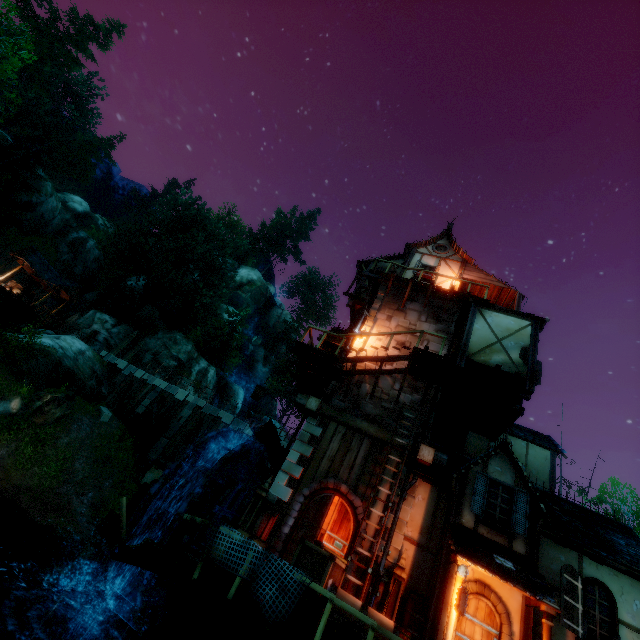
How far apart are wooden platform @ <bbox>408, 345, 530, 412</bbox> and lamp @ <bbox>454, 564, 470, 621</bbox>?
6.0 meters

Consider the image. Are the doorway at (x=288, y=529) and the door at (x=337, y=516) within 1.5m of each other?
yes

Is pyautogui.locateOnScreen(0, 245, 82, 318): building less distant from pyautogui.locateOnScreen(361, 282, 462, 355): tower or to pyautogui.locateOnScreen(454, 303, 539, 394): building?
pyautogui.locateOnScreen(454, 303, 539, 394): building

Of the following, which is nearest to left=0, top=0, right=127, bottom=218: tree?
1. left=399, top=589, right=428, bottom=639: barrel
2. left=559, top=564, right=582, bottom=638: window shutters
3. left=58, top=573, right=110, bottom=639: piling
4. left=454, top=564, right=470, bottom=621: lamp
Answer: left=454, top=564, right=470, bottom=621: lamp

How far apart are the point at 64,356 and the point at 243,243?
23.58m

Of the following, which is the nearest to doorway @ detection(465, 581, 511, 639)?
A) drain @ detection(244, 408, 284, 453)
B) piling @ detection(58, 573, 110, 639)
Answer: drain @ detection(244, 408, 284, 453)

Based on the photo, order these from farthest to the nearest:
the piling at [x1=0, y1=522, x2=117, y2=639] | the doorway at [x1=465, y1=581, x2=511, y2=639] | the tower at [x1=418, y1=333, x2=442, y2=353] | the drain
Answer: the tower at [x1=418, y1=333, x2=442, y2=353], the drain, the piling at [x1=0, y1=522, x2=117, y2=639], the doorway at [x1=465, y1=581, x2=511, y2=639]

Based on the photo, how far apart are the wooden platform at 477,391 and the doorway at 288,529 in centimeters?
471cm
